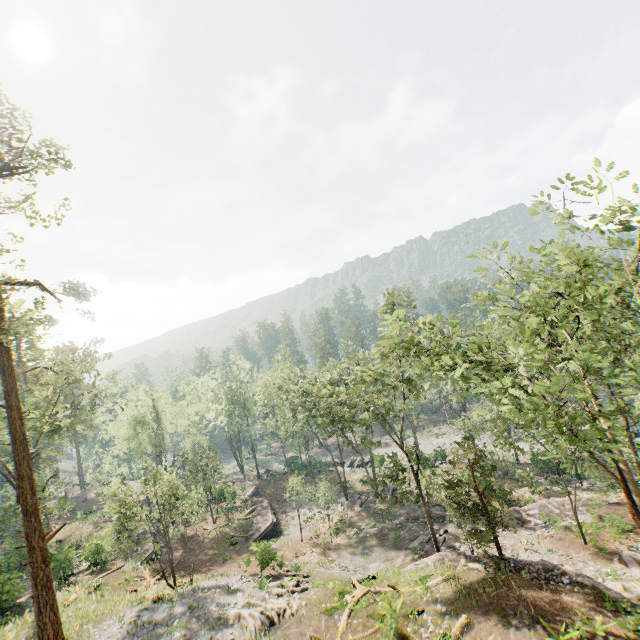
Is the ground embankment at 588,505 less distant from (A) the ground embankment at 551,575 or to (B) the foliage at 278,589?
(B) the foliage at 278,589

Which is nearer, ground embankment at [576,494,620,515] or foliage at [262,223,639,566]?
foliage at [262,223,639,566]

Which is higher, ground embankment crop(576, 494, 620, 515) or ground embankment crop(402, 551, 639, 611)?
ground embankment crop(402, 551, 639, 611)

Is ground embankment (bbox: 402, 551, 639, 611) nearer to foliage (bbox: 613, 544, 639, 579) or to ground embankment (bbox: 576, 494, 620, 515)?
foliage (bbox: 613, 544, 639, 579)

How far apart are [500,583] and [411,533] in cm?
1238

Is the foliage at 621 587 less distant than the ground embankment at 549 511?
Yes

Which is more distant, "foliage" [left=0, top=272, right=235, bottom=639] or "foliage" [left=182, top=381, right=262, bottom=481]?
"foliage" [left=182, top=381, right=262, bottom=481]

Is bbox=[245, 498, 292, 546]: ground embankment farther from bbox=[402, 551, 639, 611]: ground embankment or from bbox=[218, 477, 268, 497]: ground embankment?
bbox=[402, 551, 639, 611]: ground embankment
